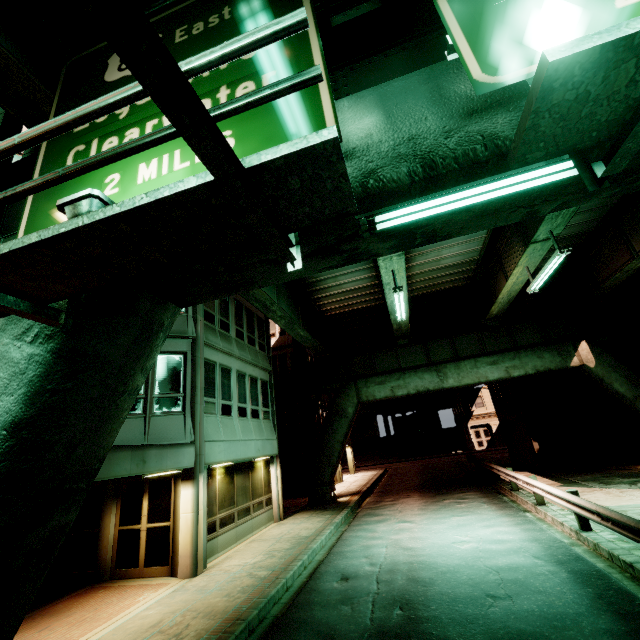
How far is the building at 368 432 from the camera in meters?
34.4

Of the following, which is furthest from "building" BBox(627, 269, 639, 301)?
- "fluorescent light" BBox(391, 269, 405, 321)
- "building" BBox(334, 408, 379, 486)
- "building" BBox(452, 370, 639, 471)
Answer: "building" BBox(334, 408, 379, 486)

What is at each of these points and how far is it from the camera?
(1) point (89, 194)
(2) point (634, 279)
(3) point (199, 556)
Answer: (1) aimable light, 2.6 meters
(2) building, 18.6 meters
(3) building, 9.9 meters

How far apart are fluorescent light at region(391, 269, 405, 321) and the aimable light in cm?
1015

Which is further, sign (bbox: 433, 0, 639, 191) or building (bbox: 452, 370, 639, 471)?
building (bbox: 452, 370, 639, 471)

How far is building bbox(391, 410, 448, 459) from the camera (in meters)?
46.46

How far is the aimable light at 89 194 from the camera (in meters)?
2.59

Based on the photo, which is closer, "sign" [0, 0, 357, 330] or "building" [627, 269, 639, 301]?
"sign" [0, 0, 357, 330]
